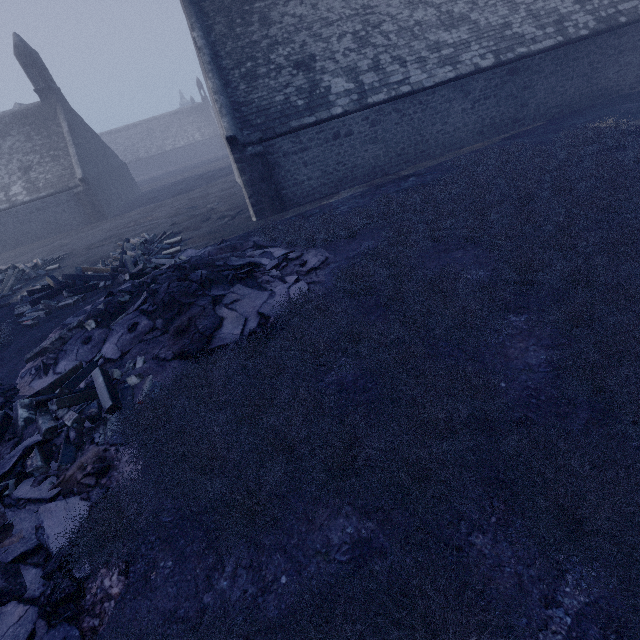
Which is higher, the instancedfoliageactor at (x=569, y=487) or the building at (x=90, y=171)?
the building at (x=90, y=171)

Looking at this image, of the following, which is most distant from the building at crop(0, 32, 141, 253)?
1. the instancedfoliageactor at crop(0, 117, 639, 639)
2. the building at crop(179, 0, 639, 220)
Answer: the instancedfoliageactor at crop(0, 117, 639, 639)

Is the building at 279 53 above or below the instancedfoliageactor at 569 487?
above

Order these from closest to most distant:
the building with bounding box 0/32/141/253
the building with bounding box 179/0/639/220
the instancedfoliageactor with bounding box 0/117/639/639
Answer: the instancedfoliageactor with bounding box 0/117/639/639 → the building with bounding box 179/0/639/220 → the building with bounding box 0/32/141/253

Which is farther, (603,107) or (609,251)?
(603,107)

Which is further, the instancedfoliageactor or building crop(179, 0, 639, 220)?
building crop(179, 0, 639, 220)
